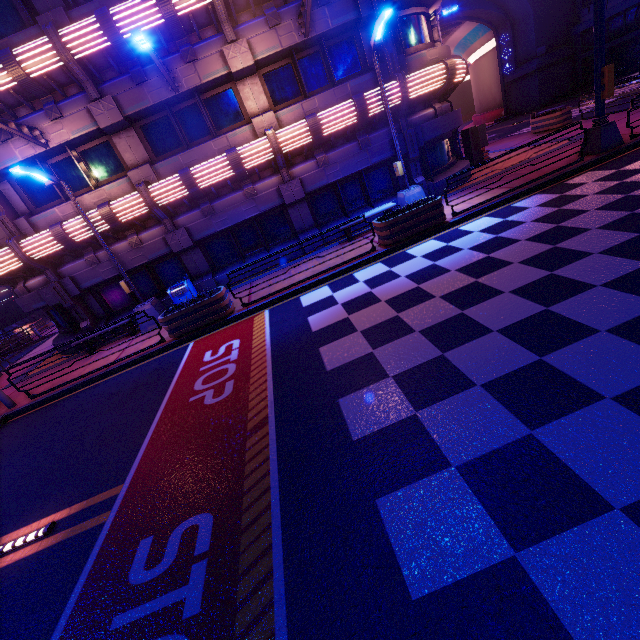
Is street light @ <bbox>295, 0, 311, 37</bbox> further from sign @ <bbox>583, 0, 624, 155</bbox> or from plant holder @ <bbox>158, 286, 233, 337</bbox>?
plant holder @ <bbox>158, 286, 233, 337</bbox>

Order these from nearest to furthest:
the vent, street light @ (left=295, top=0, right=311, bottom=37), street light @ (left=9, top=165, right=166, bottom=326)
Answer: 1. street light @ (left=9, top=165, right=166, bottom=326)
2. street light @ (left=295, top=0, right=311, bottom=37)
3. the vent

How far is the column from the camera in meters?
31.6

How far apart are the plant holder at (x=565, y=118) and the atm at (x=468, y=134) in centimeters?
504cm

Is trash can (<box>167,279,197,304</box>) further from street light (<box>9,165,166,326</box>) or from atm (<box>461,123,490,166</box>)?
atm (<box>461,123,490,166</box>)

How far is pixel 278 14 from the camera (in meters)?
10.99

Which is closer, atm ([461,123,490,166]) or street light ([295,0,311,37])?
street light ([295,0,311,37])

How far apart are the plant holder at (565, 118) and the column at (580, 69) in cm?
2225
